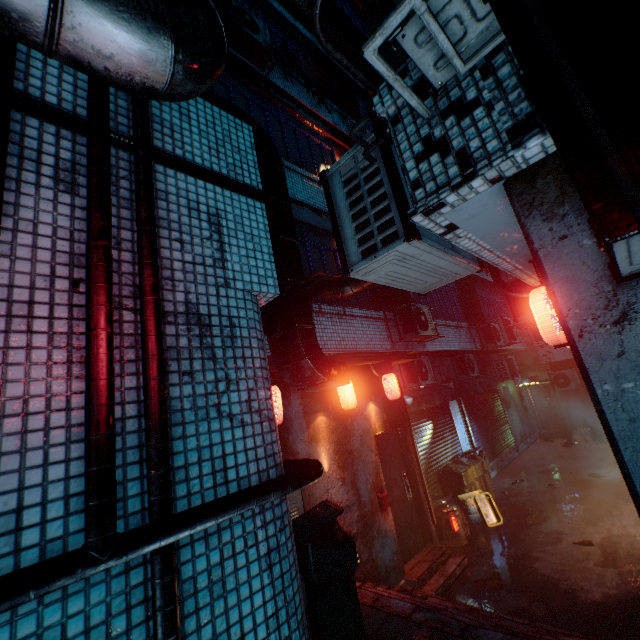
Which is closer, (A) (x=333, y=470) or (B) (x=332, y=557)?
(B) (x=332, y=557)

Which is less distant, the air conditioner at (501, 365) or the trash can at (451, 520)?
the trash can at (451, 520)

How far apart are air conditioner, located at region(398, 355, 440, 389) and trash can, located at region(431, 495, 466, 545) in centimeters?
240cm

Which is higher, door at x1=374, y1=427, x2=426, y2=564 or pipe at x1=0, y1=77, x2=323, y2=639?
pipe at x1=0, y1=77, x2=323, y2=639

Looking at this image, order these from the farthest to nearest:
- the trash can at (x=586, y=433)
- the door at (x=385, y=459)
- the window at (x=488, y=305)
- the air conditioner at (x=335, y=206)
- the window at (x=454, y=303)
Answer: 1. the window at (x=488, y=305)
2. the trash can at (x=586, y=433)
3. the window at (x=454, y=303)
4. the door at (x=385, y=459)
5. the air conditioner at (x=335, y=206)

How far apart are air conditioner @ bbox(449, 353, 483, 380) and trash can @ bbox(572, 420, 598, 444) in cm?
467

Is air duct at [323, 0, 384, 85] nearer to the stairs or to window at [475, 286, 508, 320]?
the stairs

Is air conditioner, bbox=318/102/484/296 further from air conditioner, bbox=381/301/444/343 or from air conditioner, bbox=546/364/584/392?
air conditioner, bbox=546/364/584/392
